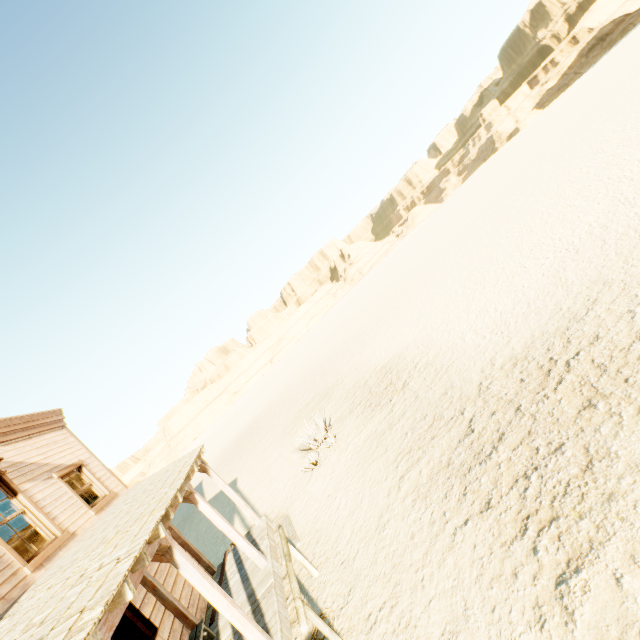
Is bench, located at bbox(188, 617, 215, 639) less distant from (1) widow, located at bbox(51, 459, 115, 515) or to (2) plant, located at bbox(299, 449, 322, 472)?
(1) widow, located at bbox(51, 459, 115, 515)

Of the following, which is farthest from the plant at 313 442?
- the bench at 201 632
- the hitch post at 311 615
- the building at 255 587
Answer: the bench at 201 632

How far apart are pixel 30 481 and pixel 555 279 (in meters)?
13.53

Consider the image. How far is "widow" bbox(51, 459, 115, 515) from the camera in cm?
747

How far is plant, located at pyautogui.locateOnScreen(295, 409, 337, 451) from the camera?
11.5 meters

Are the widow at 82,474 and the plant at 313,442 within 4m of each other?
no

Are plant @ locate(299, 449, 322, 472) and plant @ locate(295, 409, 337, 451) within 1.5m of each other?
yes

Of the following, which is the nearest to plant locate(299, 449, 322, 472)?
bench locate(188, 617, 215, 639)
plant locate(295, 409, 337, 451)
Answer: plant locate(295, 409, 337, 451)
